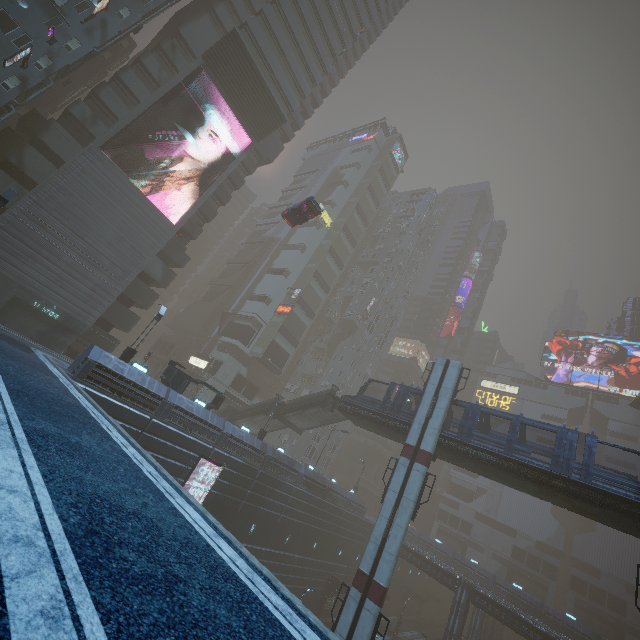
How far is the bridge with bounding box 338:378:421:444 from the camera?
28.0m

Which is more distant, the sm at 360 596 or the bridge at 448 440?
the sm at 360 596

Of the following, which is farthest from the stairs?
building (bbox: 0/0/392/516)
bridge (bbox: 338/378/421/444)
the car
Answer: the car

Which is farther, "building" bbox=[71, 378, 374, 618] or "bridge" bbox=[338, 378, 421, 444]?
"bridge" bbox=[338, 378, 421, 444]

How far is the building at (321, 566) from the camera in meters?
21.8

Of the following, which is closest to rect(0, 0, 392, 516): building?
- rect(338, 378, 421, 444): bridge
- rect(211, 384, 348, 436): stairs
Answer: rect(211, 384, 348, 436): stairs

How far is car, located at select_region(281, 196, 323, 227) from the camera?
27.4 meters

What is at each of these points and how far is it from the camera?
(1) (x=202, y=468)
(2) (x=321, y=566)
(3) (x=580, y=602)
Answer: (1) building, 24.9 meters
(2) building, 38.2 meters
(3) building, 59.2 meters
